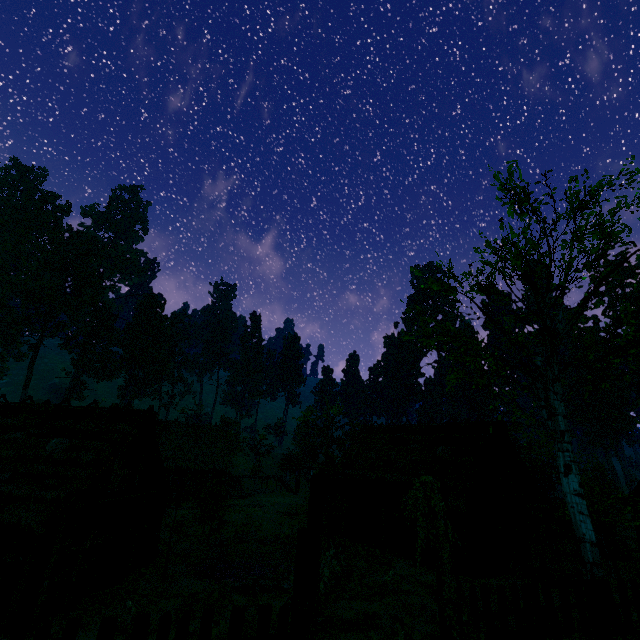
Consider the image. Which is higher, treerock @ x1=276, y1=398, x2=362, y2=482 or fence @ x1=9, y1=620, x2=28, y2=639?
treerock @ x1=276, y1=398, x2=362, y2=482

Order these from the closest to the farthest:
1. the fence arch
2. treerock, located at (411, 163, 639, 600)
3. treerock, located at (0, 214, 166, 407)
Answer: the fence arch < treerock, located at (411, 163, 639, 600) < treerock, located at (0, 214, 166, 407)

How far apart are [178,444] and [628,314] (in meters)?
38.44

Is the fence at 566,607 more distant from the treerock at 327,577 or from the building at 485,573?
the building at 485,573

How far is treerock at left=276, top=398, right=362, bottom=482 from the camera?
23.1 meters

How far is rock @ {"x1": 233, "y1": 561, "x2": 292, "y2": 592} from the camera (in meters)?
15.63

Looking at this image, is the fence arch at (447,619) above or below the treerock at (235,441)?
below
